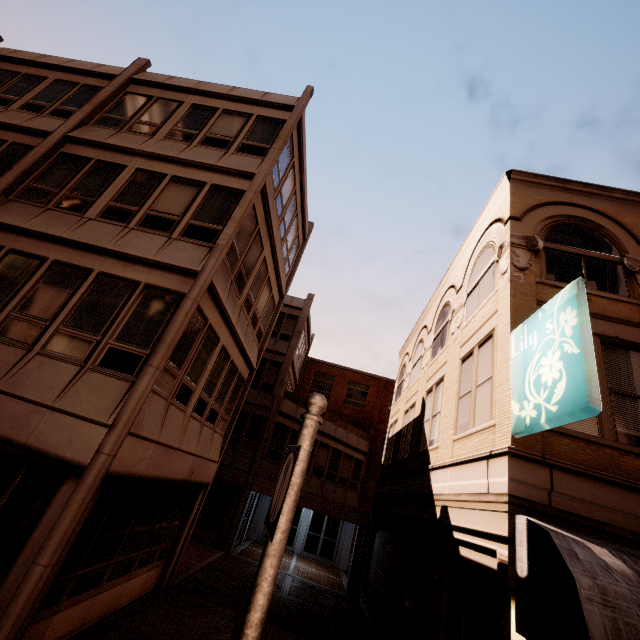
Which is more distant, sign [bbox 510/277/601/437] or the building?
the building

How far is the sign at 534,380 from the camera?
4.5 meters

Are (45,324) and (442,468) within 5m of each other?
no

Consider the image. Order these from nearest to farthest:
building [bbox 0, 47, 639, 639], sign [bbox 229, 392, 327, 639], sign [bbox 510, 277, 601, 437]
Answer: sign [bbox 229, 392, 327, 639]
sign [bbox 510, 277, 601, 437]
building [bbox 0, 47, 639, 639]

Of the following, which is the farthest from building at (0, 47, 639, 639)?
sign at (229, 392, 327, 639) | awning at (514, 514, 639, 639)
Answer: sign at (229, 392, 327, 639)

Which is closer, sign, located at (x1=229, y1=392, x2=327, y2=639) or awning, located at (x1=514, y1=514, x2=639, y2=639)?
sign, located at (x1=229, y1=392, x2=327, y2=639)

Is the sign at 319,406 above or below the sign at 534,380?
below

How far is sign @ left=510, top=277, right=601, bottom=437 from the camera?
4.5m
